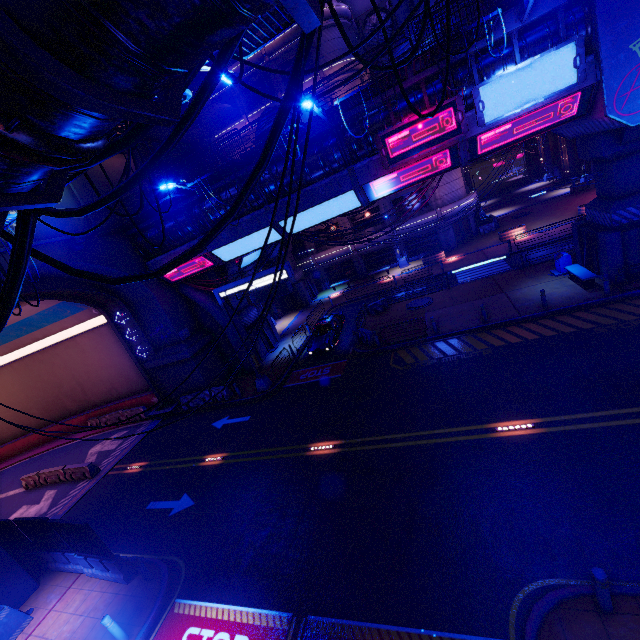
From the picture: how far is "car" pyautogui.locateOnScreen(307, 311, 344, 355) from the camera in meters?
22.4 m

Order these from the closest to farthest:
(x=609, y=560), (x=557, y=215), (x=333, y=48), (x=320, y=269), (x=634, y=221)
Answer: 1. (x=609, y=560)
2. (x=634, y=221)
3. (x=557, y=215)
4. (x=333, y=48)
5. (x=320, y=269)

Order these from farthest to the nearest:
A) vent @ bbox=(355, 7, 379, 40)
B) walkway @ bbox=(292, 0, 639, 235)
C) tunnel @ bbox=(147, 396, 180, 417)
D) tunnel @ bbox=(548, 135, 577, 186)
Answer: tunnel @ bbox=(548, 135, 577, 186), vent @ bbox=(355, 7, 379, 40), tunnel @ bbox=(147, 396, 180, 417), walkway @ bbox=(292, 0, 639, 235)

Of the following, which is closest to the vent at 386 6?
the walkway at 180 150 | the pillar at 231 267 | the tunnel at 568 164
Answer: the tunnel at 568 164

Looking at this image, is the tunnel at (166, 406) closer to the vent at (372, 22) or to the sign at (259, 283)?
the sign at (259, 283)

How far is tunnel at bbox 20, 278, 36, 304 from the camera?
17.30m

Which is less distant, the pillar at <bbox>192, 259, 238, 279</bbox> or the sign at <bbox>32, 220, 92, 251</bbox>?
the sign at <bbox>32, 220, 92, 251</bbox>

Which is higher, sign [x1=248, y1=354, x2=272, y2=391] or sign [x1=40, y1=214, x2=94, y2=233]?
sign [x1=40, y1=214, x2=94, y2=233]
